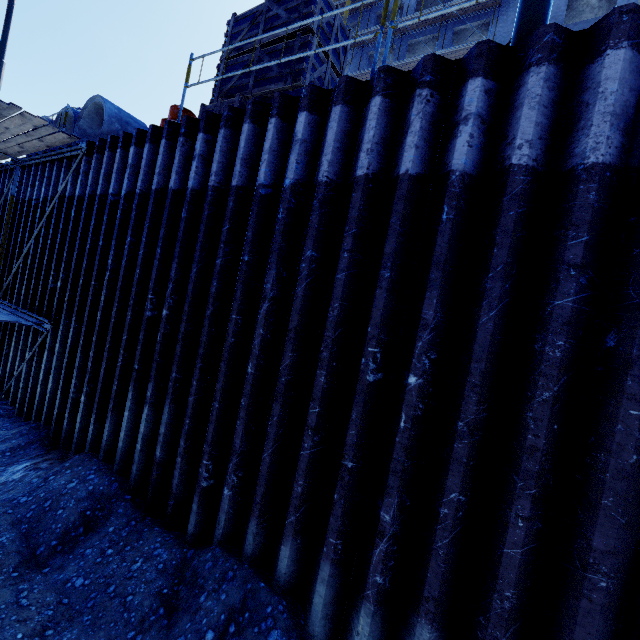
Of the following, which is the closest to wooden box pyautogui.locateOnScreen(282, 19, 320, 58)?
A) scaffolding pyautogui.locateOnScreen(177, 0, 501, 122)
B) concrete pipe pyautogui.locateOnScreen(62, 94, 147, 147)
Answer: concrete pipe pyautogui.locateOnScreen(62, 94, 147, 147)

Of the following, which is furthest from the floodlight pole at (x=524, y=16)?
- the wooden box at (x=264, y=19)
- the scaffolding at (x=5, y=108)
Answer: the scaffolding at (x=5, y=108)

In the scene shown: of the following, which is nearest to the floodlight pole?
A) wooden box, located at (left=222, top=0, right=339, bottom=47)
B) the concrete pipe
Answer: wooden box, located at (left=222, top=0, right=339, bottom=47)

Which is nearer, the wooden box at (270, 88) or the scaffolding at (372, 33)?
the scaffolding at (372, 33)

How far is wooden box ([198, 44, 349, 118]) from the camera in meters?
5.4

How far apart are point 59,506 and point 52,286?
5.0m

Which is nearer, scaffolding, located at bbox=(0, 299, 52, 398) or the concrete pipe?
scaffolding, located at bbox=(0, 299, 52, 398)

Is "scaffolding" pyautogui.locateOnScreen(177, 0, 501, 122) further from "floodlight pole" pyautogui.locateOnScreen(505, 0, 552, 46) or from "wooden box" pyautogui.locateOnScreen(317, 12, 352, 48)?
"floodlight pole" pyautogui.locateOnScreen(505, 0, 552, 46)
